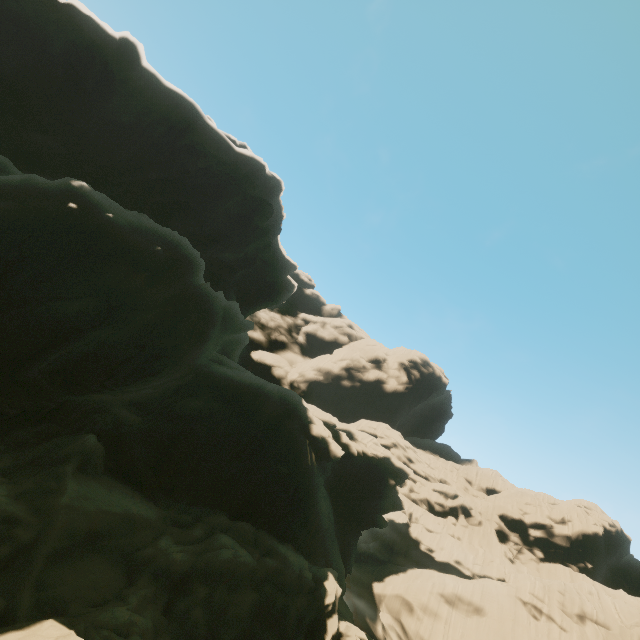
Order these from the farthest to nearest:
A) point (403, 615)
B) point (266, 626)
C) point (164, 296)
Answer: point (403, 615)
point (164, 296)
point (266, 626)
